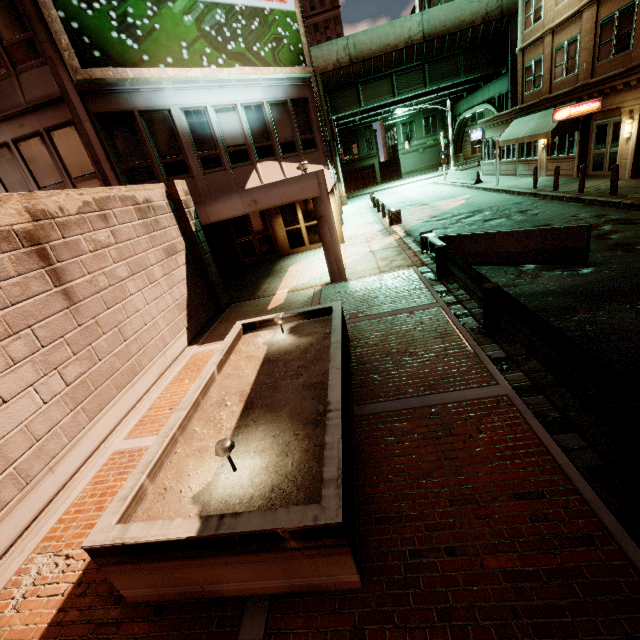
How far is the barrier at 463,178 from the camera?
26.64m

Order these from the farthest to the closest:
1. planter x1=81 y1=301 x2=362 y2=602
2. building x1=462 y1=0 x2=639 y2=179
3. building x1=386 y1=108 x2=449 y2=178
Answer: building x1=386 y1=108 x2=449 y2=178, building x1=462 y1=0 x2=639 y2=179, planter x1=81 y1=301 x2=362 y2=602

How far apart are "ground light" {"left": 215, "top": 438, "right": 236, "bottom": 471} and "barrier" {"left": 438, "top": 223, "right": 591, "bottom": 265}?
9.41m

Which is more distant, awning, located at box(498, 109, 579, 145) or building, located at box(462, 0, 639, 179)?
awning, located at box(498, 109, 579, 145)

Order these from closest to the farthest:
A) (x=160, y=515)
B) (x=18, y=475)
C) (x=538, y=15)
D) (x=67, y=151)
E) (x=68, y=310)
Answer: (x=160, y=515) → (x=18, y=475) → (x=68, y=310) → (x=67, y=151) → (x=538, y=15)

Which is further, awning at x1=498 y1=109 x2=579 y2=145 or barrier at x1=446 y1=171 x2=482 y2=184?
barrier at x1=446 y1=171 x2=482 y2=184

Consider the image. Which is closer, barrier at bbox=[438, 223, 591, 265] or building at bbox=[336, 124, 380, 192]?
barrier at bbox=[438, 223, 591, 265]

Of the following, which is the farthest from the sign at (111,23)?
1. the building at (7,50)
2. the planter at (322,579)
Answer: the planter at (322,579)
